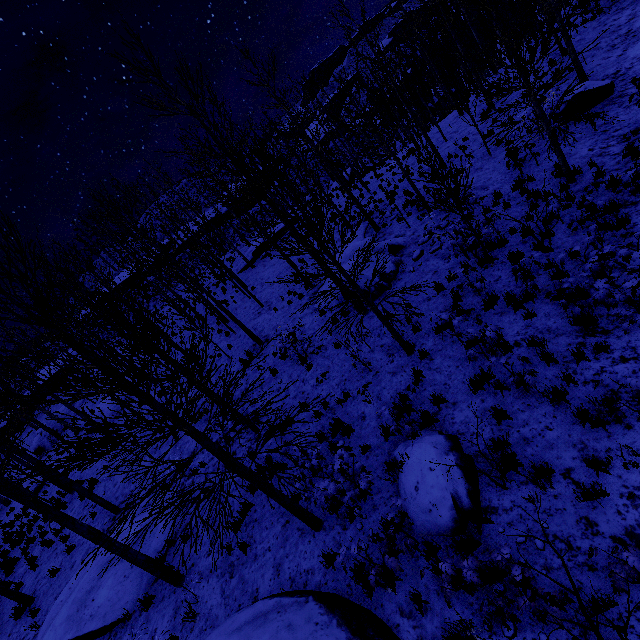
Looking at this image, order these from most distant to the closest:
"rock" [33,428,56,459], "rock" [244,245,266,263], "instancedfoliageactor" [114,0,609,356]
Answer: "rock" [33,428,56,459], "rock" [244,245,266,263], "instancedfoliageactor" [114,0,609,356]

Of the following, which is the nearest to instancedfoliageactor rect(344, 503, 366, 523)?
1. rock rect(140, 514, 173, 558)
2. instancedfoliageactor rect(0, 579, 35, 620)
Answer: rock rect(140, 514, 173, 558)

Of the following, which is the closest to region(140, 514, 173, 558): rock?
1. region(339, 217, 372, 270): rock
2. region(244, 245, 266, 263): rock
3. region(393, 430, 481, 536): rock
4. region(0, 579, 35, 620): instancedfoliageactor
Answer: region(0, 579, 35, 620): instancedfoliageactor

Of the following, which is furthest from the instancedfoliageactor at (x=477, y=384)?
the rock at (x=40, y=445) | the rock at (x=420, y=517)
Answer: the rock at (x=40, y=445)

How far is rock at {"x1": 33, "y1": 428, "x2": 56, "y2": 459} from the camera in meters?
27.3 m

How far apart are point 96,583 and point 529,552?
11.1 meters

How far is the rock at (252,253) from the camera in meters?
25.2

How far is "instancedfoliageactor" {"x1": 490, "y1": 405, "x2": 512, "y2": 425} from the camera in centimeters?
573cm
